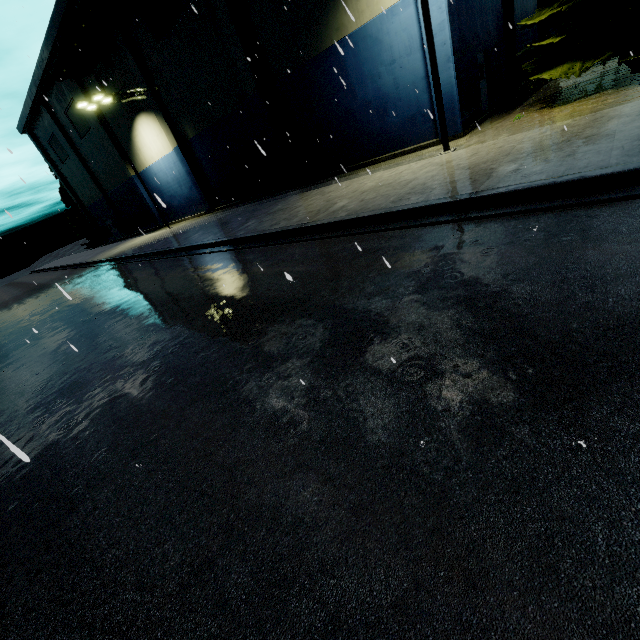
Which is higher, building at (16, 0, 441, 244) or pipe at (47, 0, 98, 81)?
pipe at (47, 0, 98, 81)

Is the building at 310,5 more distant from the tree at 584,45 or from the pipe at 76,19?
the tree at 584,45

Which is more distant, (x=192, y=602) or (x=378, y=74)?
(x=378, y=74)

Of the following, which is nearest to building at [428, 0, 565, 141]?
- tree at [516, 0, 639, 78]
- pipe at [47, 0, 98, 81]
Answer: pipe at [47, 0, 98, 81]

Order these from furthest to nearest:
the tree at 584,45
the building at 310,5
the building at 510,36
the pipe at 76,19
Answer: the pipe at 76,19 < the building at 310,5 < the building at 510,36 < the tree at 584,45

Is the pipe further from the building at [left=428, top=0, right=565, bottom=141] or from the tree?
the tree
